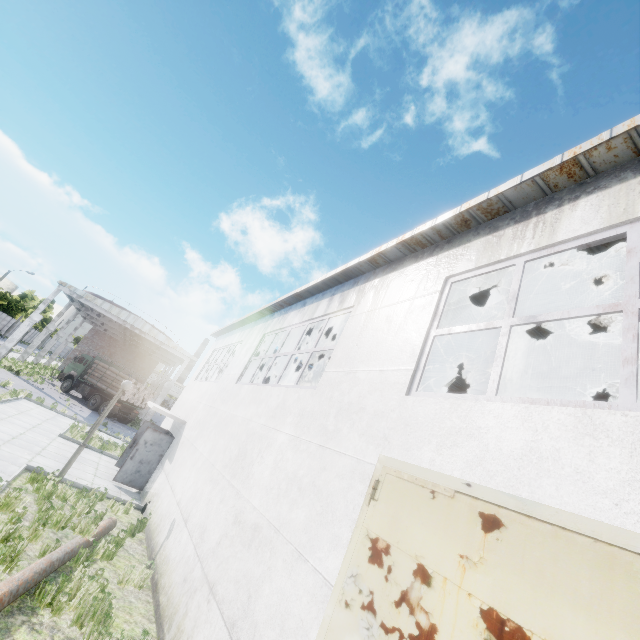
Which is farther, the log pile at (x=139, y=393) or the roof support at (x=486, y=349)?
the log pile at (x=139, y=393)

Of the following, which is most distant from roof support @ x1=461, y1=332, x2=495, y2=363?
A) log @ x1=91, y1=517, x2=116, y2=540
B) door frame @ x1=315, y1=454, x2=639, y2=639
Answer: log @ x1=91, y1=517, x2=116, y2=540

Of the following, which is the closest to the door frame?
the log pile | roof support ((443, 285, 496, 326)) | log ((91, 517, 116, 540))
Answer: roof support ((443, 285, 496, 326))

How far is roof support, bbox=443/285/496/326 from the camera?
6.73m

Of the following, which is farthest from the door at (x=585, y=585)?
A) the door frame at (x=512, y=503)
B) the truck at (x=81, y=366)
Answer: the truck at (x=81, y=366)

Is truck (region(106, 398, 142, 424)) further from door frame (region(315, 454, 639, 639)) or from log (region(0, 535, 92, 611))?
door frame (region(315, 454, 639, 639))

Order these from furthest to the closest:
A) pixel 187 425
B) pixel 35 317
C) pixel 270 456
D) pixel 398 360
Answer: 1. pixel 35 317
2. pixel 187 425
3. pixel 270 456
4. pixel 398 360
